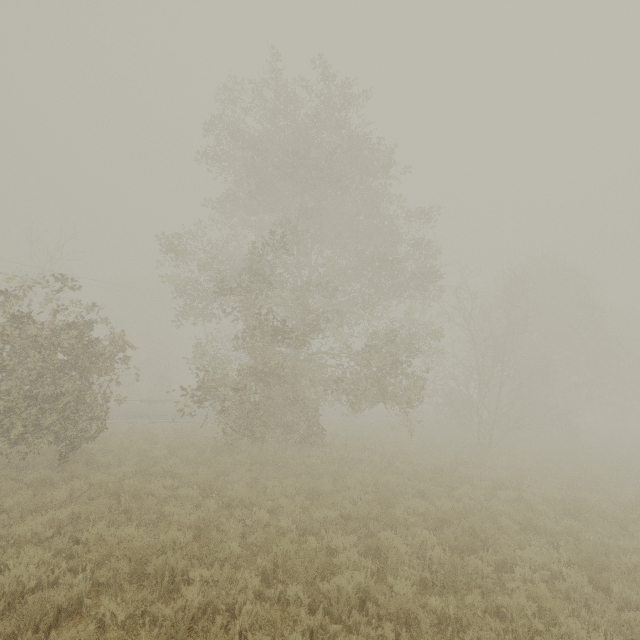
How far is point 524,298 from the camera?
34.4 meters
